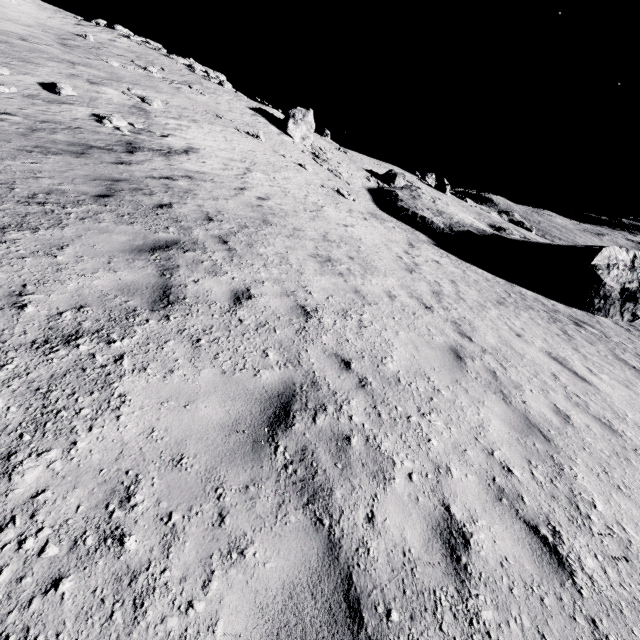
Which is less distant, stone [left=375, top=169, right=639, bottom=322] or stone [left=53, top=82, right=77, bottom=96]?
stone [left=53, top=82, right=77, bottom=96]

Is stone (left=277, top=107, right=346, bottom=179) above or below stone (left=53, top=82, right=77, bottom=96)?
above

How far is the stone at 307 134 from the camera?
30.5m

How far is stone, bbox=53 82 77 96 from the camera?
14.14m

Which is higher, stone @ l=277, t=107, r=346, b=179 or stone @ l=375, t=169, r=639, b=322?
stone @ l=277, t=107, r=346, b=179

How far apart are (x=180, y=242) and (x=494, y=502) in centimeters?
633cm

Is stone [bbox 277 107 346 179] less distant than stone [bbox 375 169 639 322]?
No

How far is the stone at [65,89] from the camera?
14.1m
